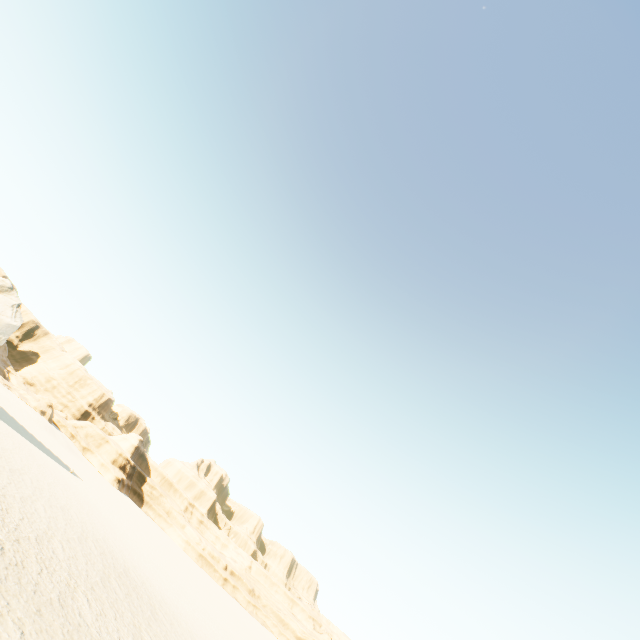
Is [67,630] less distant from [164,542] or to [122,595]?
[122,595]
